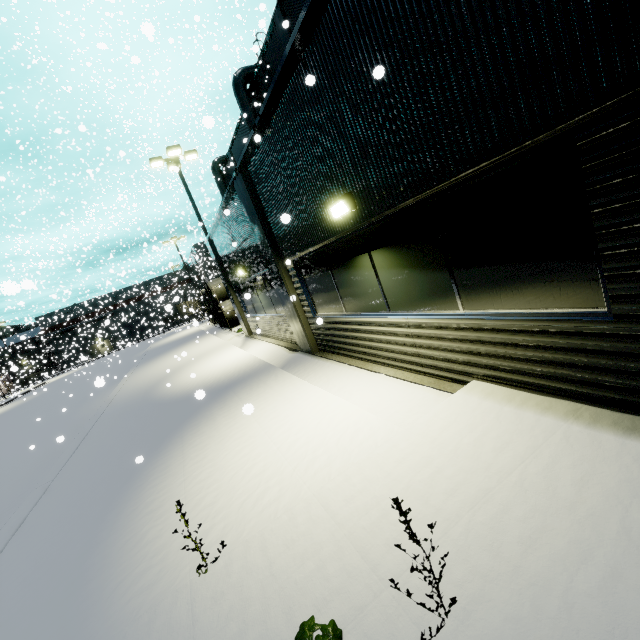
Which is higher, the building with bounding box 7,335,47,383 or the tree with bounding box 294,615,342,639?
the building with bounding box 7,335,47,383

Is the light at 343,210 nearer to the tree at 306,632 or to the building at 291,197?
the building at 291,197

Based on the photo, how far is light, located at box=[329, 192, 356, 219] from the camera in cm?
474

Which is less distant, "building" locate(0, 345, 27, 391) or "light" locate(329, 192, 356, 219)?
"light" locate(329, 192, 356, 219)

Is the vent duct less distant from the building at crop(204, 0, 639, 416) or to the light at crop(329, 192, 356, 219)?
the building at crop(204, 0, 639, 416)

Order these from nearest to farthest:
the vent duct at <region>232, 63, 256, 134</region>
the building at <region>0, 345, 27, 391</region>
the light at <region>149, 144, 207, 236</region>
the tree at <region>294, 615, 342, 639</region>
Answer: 1. the tree at <region>294, 615, 342, 639</region>
2. the light at <region>149, 144, 207, 236</region>
3. the vent duct at <region>232, 63, 256, 134</region>
4. the building at <region>0, 345, 27, 391</region>

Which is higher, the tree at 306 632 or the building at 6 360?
the building at 6 360

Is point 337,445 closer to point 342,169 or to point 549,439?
point 549,439
